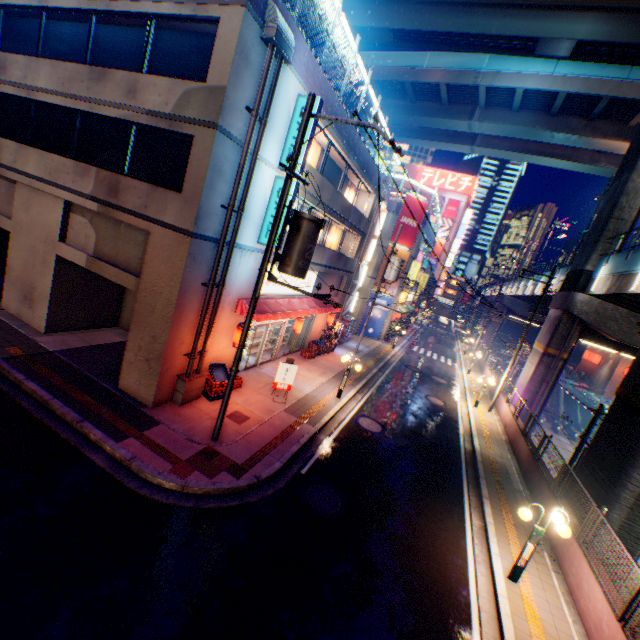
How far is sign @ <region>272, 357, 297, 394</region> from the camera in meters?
13.3 m

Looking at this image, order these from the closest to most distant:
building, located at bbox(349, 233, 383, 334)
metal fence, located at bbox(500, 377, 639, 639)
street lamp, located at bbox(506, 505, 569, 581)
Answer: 1. metal fence, located at bbox(500, 377, 639, 639)
2. street lamp, located at bbox(506, 505, 569, 581)
3. building, located at bbox(349, 233, 383, 334)

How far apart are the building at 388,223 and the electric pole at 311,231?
21.4m

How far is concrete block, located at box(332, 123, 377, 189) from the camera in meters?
15.2 m

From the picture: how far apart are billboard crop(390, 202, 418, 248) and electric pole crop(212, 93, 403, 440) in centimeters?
2162cm

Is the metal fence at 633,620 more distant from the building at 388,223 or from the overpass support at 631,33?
the building at 388,223

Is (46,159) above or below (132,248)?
above

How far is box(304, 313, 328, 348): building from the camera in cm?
2112
